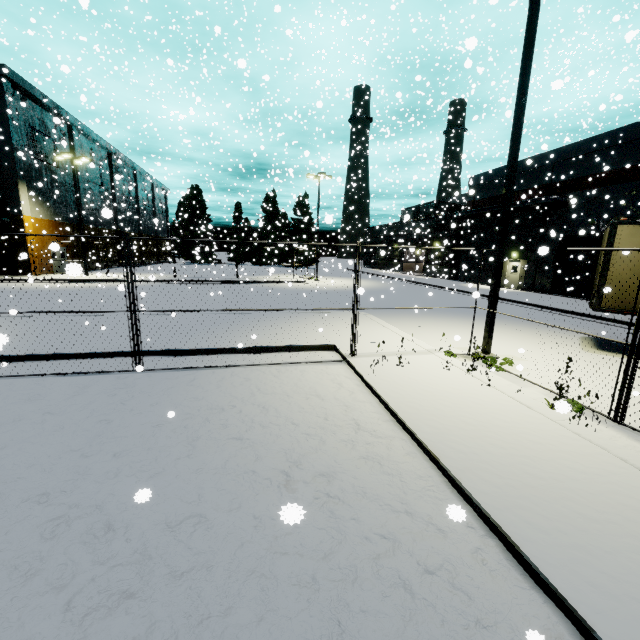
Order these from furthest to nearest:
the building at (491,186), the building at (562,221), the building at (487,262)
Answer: the building at (487,262), the building at (491,186), the building at (562,221)

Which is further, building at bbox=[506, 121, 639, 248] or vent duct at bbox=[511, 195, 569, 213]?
vent duct at bbox=[511, 195, 569, 213]

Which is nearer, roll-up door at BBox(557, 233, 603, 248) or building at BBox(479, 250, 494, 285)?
roll-up door at BBox(557, 233, 603, 248)

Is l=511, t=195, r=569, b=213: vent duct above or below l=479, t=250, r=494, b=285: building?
above

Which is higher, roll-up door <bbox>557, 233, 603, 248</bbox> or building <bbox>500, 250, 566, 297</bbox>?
roll-up door <bbox>557, 233, 603, 248</bbox>

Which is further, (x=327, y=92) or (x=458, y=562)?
(x=327, y=92)

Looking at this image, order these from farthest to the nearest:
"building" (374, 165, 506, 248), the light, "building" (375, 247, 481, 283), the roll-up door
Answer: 1. "building" (375, 247, 481, 283)
2. "building" (374, 165, 506, 248)
3. the roll-up door
4. the light

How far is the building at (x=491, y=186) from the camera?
30.33m
